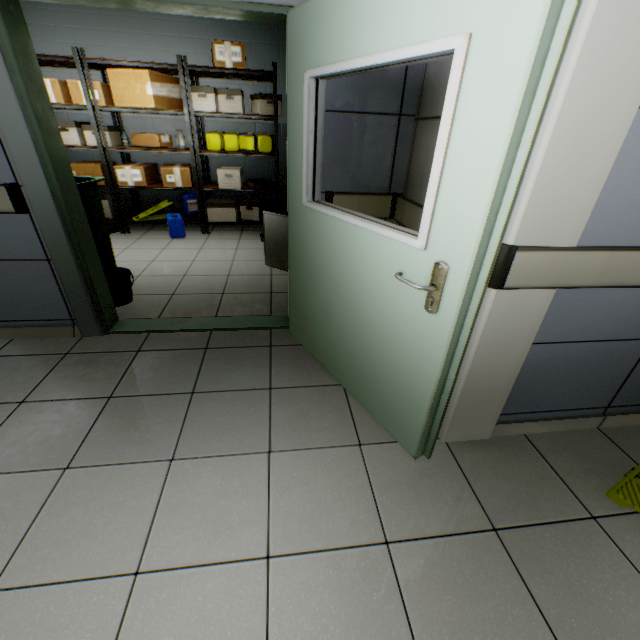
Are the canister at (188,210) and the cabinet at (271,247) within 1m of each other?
no

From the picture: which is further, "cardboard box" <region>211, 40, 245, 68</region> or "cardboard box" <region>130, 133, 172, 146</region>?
"cardboard box" <region>130, 133, 172, 146</region>

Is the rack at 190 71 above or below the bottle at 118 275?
above

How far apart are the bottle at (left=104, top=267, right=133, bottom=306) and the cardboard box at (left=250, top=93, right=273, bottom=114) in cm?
317

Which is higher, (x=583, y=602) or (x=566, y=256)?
(x=566, y=256)

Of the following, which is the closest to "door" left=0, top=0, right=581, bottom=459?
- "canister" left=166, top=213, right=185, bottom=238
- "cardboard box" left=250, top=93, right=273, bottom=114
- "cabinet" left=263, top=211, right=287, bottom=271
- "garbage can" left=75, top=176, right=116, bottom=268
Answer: "garbage can" left=75, top=176, right=116, bottom=268

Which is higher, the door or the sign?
the door

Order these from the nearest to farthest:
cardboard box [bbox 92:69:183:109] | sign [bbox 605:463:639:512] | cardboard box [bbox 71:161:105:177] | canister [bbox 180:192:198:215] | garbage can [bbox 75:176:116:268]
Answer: sign [bbox 605:463:639:512], garbage can [bbox 75:176:116:268], cardboard box [bbox 92:69:183:109], cardboard box [bbox 71:161:105:177], canister [bbox 180:192:198:215]
